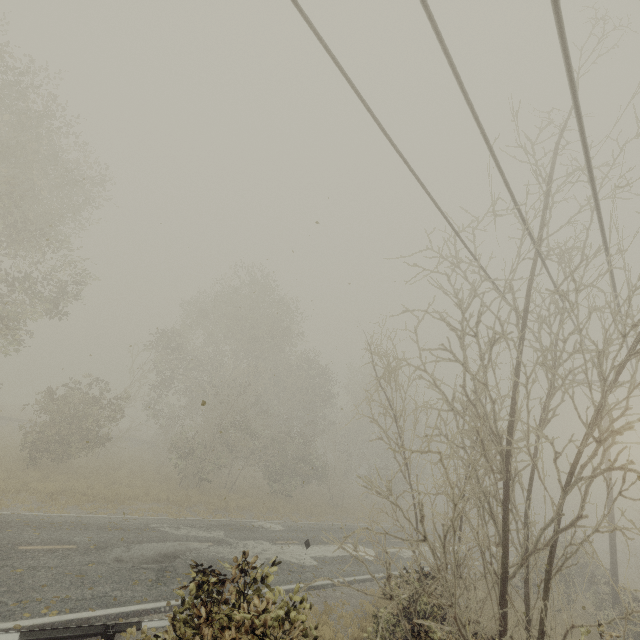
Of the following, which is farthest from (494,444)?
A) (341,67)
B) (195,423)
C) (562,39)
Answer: (195,423)
